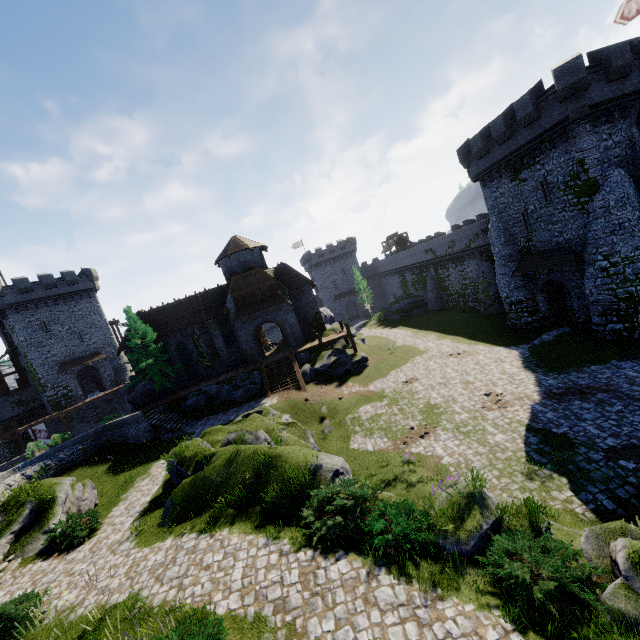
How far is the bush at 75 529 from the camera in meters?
13.2

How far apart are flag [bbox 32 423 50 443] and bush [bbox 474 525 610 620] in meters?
46.9 m

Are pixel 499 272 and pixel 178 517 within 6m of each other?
no

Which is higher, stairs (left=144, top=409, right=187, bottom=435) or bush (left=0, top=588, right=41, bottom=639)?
bush (left=0, top=588, right=41, bottom=639)

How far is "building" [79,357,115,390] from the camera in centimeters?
4438cm

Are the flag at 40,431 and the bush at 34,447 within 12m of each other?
yes

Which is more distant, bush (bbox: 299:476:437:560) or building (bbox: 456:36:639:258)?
building (bbox: 456:36:639:258)

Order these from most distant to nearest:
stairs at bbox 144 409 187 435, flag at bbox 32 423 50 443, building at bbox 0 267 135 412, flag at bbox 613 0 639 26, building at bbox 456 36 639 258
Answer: building at bbox 0 267 135 412
flag at bbox 32 423 50 443
stairs at bbox 144 409 187 435
flag at bbox 613 0 639 26
building at bbox 456 36 639 258
